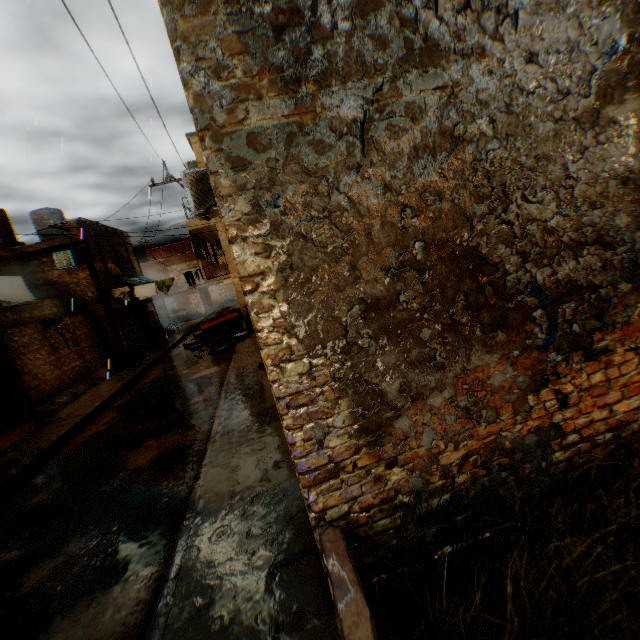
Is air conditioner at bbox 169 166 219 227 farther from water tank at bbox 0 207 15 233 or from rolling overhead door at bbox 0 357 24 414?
water tank at bbox 0 207 15 233

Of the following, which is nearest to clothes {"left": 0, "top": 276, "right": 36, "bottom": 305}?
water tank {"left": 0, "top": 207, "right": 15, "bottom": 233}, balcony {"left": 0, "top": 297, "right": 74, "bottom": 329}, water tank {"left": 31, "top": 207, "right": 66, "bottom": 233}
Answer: balcony {"left": 0, "top": 297, "right": 74, "bottom": 329}

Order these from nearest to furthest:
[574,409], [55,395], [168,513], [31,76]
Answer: [574,409]
[168,513]
[31,76]
[55,395]

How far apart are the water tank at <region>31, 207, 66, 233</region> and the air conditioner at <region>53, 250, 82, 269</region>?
4.8 meters

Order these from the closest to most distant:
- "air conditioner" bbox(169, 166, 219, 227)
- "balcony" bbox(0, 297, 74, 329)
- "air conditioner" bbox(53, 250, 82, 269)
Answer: "air conditioner" bbox(169, 166, 219, 227) < "balcony" bbox(0, 297, 74, 329) < "air conditioner" bbox(53, 250, 82, 269)

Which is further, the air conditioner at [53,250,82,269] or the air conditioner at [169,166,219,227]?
the air conditioner at [53,250,82,269]

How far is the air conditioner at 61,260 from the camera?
15.7m

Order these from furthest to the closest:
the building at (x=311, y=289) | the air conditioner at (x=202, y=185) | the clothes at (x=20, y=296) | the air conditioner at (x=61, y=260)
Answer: the air conditioner at (x=61, y=260) < the clothes at (x=20, y=296) < the air conditioner at (x=202, y=185) < the building at (x=311, y=289)
